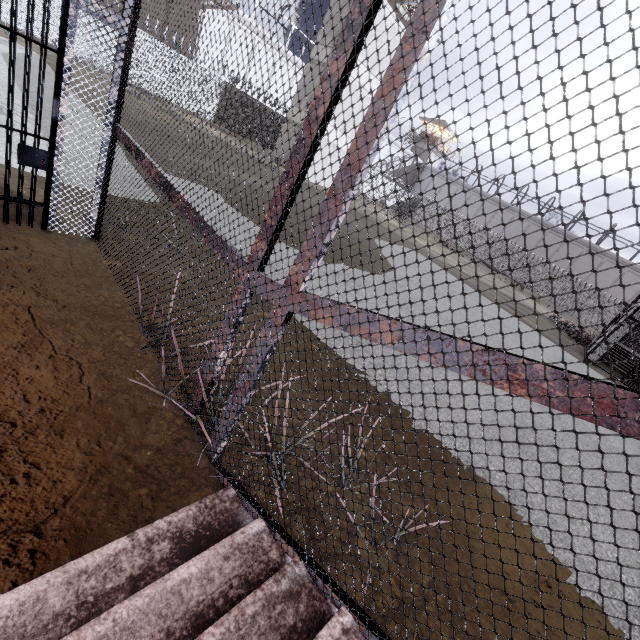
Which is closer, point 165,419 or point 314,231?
point 314,231

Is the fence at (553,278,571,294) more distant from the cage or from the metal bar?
the metal bar

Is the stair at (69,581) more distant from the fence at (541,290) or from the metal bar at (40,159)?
the fence at (541,290)

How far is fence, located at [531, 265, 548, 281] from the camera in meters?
37.1

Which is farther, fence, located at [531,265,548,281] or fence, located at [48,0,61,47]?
fence, located at [531,265,548,281]

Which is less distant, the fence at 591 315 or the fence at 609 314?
the fence at 609 314

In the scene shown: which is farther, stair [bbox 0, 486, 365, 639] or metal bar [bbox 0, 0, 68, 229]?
metal bar [bbox 0, 0, 68, 229]
